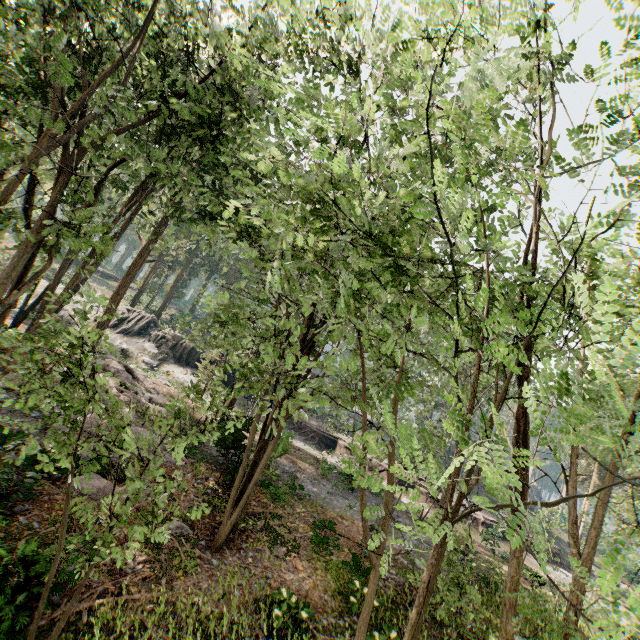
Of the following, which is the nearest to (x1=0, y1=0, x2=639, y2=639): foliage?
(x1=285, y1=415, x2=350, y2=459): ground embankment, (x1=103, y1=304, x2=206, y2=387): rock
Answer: (x1=285, y1=415, x2=350, y2=459): ground embankment

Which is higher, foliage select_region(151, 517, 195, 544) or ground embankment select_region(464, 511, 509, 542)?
ground embankment select_region(464, 511, 509, 542)

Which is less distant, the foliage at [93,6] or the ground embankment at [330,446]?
the foliage at [93,6]

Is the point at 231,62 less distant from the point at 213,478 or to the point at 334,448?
the point at 213,478

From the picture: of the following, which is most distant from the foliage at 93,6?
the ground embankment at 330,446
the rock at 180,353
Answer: the rock at 180,353

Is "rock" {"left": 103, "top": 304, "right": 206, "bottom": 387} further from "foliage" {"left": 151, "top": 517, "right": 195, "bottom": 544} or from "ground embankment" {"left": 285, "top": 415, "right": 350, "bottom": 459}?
"foliage" {"left": 151, "top": 517, "right": 195, "bottom": 544}

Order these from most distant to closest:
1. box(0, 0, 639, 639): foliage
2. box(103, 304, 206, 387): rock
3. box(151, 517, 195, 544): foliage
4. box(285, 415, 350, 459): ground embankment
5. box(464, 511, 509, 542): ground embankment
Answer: box(285, 415, 350, 459): ground embankment < box(103, 304, 206, 387): rock < box(464, 511, 509, 542): ground embankment < box(151, 517, 195, 544): foliage < box(0, 0, 639, 639): foliage
